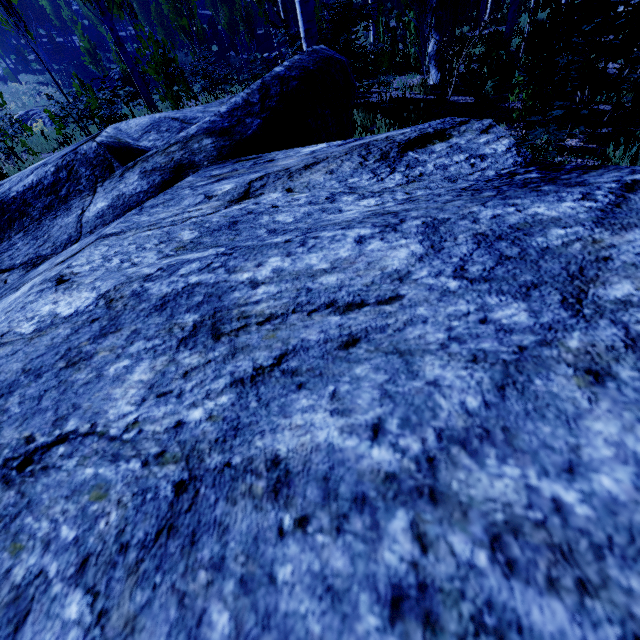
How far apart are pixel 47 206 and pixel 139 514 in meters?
3.2

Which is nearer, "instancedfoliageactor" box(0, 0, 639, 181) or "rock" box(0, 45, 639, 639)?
"rock" box(0, 45, 639, 639)

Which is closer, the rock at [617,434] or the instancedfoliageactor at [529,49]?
the rock at [617,434]
